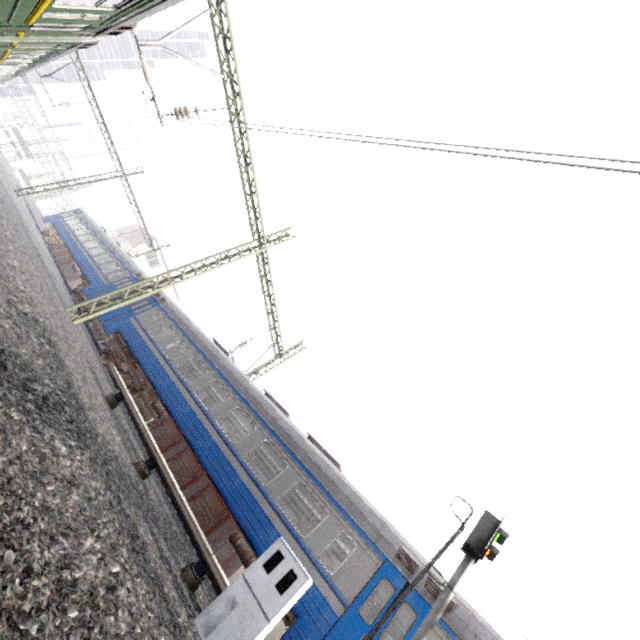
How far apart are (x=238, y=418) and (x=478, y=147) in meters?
10.7

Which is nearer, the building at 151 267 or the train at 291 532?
the train at 291 532

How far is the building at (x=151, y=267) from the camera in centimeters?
4178cm

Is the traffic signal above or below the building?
below

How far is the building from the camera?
41.78m

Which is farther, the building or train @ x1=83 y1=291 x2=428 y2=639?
the building

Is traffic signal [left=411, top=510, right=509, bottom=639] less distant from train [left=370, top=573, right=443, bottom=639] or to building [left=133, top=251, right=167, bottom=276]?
train [left=370, top=573, right=443, bottom=639]
